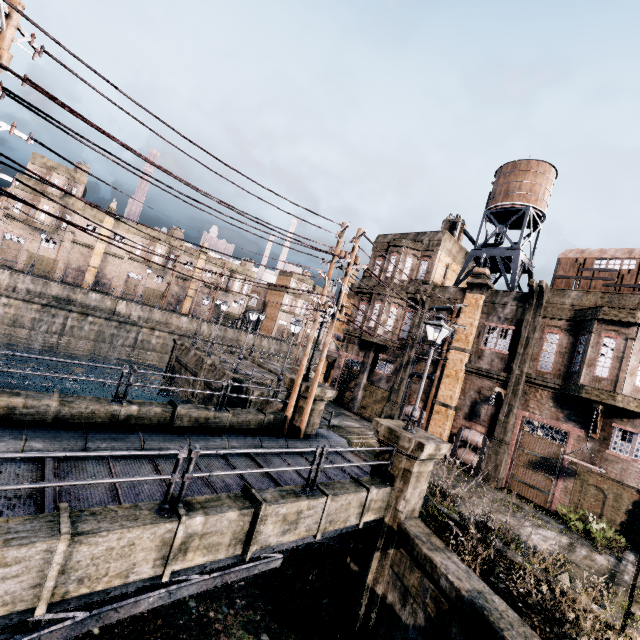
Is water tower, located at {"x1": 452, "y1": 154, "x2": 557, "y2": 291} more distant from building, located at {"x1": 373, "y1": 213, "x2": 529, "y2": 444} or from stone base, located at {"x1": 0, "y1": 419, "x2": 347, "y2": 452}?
stone base, located at {"x1": 0, "y1": 419, "x2": 347, "y2": 452}

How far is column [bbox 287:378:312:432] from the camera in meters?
15.0 m

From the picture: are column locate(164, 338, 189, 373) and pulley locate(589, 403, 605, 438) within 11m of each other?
no

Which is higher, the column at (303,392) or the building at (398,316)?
the building at (398,316)

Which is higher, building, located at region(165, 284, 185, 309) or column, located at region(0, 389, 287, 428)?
building, located at region(165, 284, 185, 309)

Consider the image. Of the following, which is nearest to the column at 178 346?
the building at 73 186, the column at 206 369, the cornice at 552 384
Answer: the column at 206 369

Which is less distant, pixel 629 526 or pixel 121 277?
pixel 629 526

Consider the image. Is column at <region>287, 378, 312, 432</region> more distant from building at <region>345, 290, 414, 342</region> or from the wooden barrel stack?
building at <region>345, 290, 414, 342</region>
